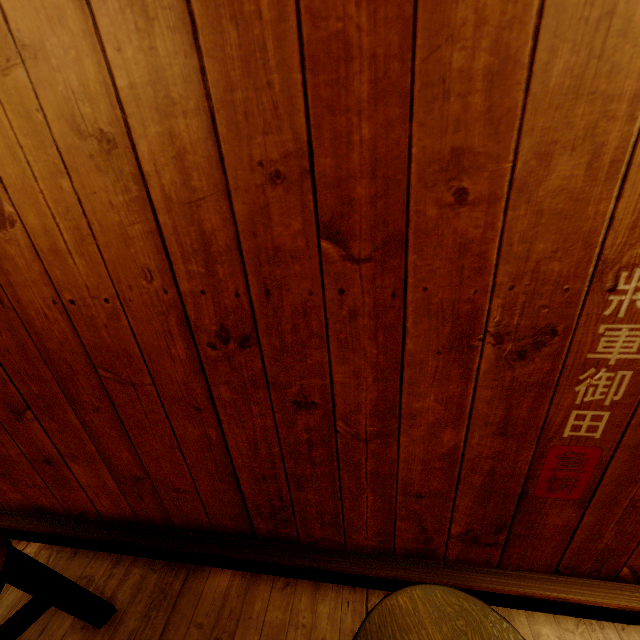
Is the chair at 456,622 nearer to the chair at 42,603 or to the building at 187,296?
the building at 187,296

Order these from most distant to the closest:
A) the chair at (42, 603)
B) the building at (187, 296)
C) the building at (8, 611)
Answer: the building at (8, 611) < the chair at (42, 603) < the building at (187, 296)

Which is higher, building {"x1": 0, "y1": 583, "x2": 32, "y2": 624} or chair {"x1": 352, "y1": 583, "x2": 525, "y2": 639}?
chair {"x1": 352, "y1": 583, "x2": 525, "y2": 639}

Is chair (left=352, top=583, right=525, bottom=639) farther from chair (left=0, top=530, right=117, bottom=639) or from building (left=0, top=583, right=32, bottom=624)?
chair (left=0, top=530, right=117, bottom=639)

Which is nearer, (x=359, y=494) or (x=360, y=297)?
(x=360, y=297)

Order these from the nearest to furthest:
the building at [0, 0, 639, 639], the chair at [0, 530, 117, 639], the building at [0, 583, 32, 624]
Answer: the building at [0, 0, 639, 639], the chair at [0, 530, 117, 639], the building at [0, 583, 32, 624]

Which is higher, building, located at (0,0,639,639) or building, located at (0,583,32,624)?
building, located at (0,0,639,639)

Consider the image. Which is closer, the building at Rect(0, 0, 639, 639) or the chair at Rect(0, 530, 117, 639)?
the building at Rect(0, 0, 639, 639)
